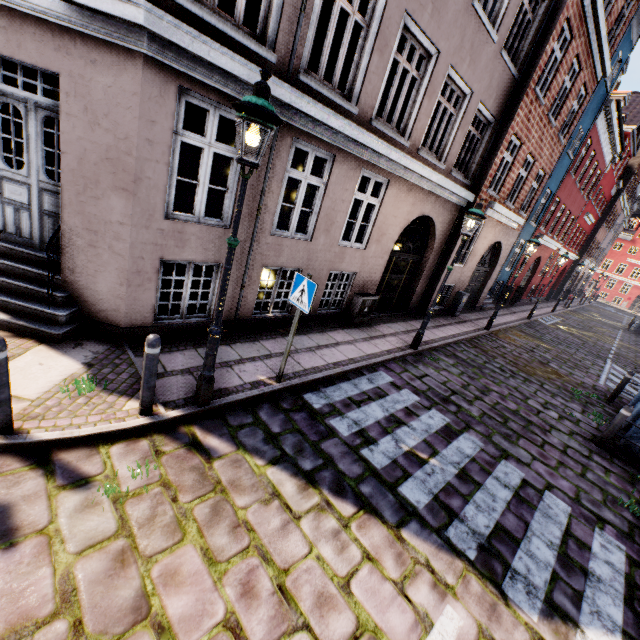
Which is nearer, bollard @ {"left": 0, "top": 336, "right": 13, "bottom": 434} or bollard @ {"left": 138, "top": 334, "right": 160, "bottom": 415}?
bollard @ {"left": 0, "top": 336, "right": 13, "bottom": 434}

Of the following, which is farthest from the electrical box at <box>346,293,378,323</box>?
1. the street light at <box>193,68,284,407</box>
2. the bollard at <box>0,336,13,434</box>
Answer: the bollard at <box>0,336,13,434</box>

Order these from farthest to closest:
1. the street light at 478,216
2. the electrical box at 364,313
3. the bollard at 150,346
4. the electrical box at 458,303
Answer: the electrical box at 458,303, the electrical box at 364,313, the street light at 478,216, the bollard at 150,346

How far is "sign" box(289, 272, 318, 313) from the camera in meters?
4.7

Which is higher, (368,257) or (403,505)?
(368,257)

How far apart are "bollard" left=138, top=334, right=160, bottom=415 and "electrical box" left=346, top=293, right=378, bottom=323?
6.0m

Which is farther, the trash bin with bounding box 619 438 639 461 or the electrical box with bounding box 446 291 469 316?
the electrical box with bounding box 446 291 469 316

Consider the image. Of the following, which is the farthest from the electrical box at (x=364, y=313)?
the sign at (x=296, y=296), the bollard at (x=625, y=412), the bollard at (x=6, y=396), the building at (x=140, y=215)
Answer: the bollard at (x=6, y=396)
